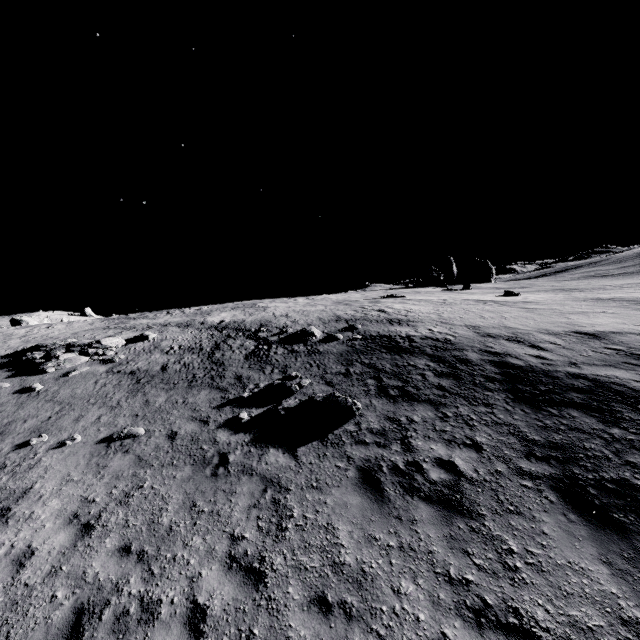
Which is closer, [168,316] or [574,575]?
A: [574,575]

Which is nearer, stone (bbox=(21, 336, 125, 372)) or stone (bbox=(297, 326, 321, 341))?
stone (bbox=(21, 336, 125, 372))

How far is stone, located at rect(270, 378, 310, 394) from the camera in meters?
12.1 m

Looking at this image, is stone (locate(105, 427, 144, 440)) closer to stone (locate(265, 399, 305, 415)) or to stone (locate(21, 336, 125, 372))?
stone (locate(265, 399, 305, 415))

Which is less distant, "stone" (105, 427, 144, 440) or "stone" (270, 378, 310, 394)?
"stone" (105, 427, 144, 440)

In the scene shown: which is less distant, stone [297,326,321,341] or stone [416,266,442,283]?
stone [297,326,321,341]

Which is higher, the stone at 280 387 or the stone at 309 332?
the stone at 309 332

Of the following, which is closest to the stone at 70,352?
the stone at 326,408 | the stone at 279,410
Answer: the stone at 279,410
